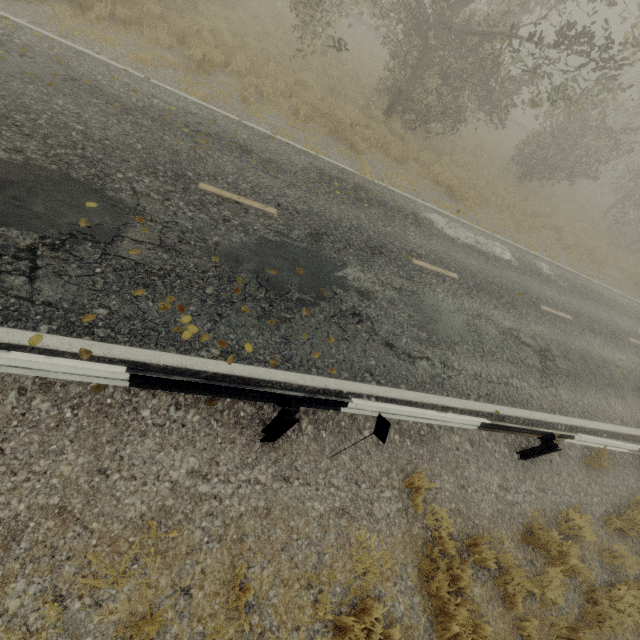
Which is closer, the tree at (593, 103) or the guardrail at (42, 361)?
the guardrail at (42, 361)

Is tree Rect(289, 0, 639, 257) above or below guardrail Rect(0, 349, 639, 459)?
above

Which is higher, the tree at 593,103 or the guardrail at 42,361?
the tree at 593,103

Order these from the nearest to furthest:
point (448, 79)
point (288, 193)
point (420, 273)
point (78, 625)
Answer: point (78, 625) < point (288, 193) < point (420, 273) < point (448, 79)

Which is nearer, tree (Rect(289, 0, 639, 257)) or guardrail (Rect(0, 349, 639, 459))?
guardrail (Rect(0, 349, 639, 459))
